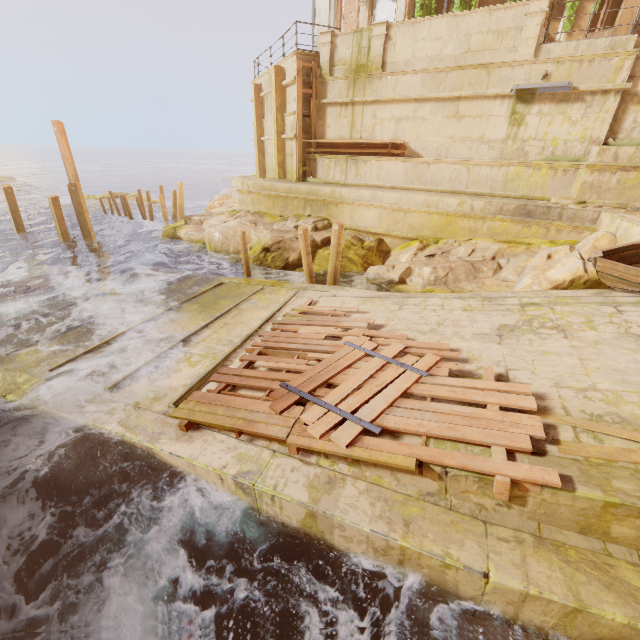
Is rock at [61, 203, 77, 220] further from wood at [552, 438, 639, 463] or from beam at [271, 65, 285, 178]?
→ wood at [552, 438, 639, 463]

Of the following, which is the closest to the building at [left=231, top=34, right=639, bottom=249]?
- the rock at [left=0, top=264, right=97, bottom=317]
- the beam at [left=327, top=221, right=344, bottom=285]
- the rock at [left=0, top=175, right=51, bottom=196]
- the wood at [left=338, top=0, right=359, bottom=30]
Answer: the wood at [left=338, top=0, right=359, bottom=30]

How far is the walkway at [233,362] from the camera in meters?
6.7 m

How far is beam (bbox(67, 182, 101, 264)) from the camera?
14.28m

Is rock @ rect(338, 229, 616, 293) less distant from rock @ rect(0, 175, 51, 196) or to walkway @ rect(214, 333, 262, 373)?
walkway @ rect(214, 333, 262, 373)

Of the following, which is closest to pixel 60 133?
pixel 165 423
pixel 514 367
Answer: pixel 165 423

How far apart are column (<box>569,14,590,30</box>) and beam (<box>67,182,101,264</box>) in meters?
21.6 m

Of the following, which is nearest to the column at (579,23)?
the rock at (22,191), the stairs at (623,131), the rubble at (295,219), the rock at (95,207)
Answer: the stairs at (623,131)
